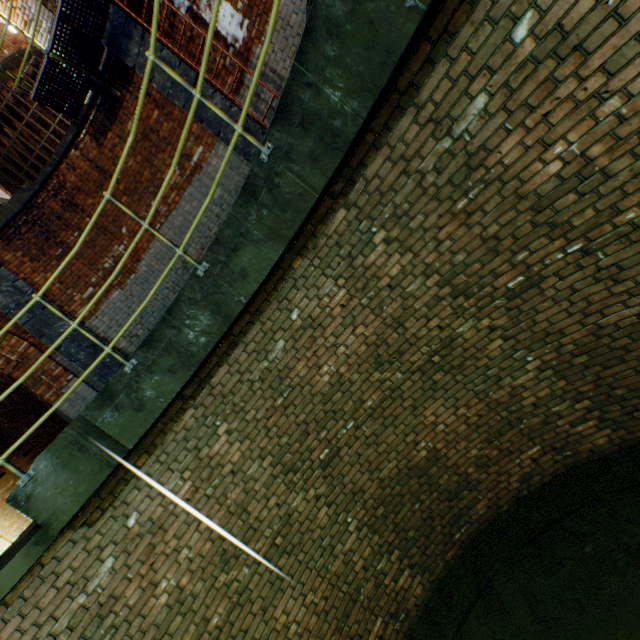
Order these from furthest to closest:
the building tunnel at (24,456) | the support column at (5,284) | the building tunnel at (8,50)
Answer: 1. the building tunnel at (24,456)
2. the building tunnel at (8,50)
3. the support column at (5,284)

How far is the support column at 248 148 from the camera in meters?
6.1

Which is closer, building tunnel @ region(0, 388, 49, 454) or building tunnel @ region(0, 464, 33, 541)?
building tunnel @ region(0, 388, 49, 454)

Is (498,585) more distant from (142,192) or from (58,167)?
(58,167)

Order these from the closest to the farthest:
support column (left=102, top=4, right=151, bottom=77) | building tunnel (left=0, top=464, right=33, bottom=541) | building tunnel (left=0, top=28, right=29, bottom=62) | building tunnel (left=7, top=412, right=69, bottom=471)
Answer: support column (left=102, top=4, right=151, bottom=77)
building tunnel (left=0, top=28, right=29, bottom=62)
building tunnel (left=7, top=412, right=69, bottom=471)
building tunnel (left=0, top=464, right=33, bottom=541)

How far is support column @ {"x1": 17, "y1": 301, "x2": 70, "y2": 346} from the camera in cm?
642

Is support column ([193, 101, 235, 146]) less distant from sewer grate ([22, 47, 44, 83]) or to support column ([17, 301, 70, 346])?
sewer grate ([22, 47, 44, 83])

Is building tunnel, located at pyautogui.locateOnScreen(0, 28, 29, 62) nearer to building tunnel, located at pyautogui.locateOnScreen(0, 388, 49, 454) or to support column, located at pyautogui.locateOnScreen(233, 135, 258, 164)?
support column, located at pyautogui.locateOnScreen(233, 135, 258, 164)
